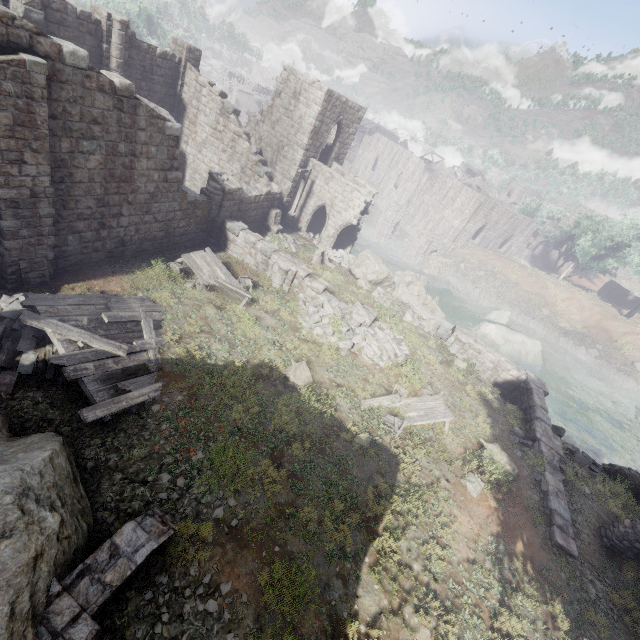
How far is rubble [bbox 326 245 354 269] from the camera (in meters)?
24.25

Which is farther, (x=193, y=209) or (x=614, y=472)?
(x=193, y=209)

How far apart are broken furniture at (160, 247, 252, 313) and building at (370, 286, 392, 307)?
8.1 meters

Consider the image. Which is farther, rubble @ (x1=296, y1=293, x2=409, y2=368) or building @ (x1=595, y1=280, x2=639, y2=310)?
building @ (x1=595, y1=280, x2=639, y2=310)

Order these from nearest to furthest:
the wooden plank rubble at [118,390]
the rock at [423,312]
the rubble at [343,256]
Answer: the wooden plank rubble at [118,390], the rock at [423,312], the rubble at [343,256]

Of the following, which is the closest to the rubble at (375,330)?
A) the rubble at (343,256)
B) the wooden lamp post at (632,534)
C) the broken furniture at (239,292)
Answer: the broken furniture at (239,292)

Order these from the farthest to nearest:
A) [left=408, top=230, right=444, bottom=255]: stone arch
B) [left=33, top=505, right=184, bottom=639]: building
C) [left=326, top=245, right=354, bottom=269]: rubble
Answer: [left=408, top=230, right=444, bottom=255]: stone arch
[left=326, top=245, right=354, bottom=269]: rubble
[left=33, top=505, right=184, bottom=639]: building

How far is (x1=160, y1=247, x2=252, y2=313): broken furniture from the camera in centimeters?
1427cm
